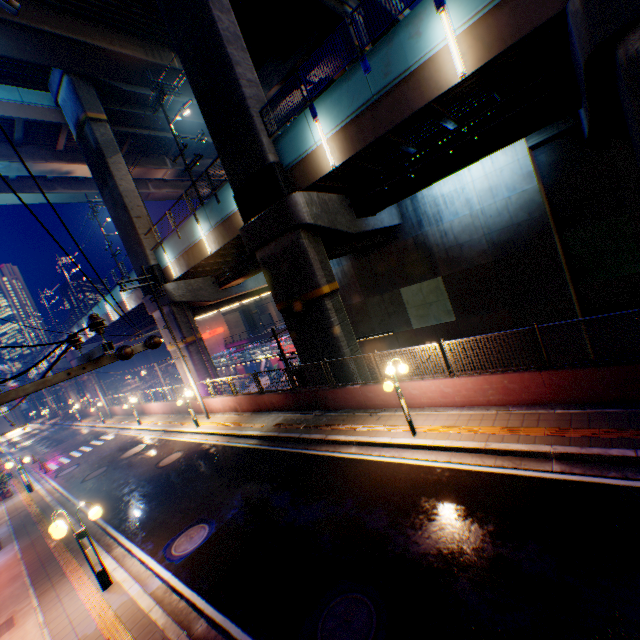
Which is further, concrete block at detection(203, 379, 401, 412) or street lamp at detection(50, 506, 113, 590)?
concrete block at detection(203, 379, 401, 412)

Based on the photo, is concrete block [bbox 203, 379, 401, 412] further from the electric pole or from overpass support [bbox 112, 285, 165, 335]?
the electric pole

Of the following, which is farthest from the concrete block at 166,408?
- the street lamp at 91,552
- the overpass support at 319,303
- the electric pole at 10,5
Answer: the electric pole at 10,5

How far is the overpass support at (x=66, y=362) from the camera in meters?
44.3

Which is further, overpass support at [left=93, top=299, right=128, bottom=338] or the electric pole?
overpass support at [left=93, top=299, right=128, bottom=338]

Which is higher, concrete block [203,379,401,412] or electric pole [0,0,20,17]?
electric pole [0,0,20,17]

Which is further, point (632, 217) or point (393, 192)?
point (632, 217)

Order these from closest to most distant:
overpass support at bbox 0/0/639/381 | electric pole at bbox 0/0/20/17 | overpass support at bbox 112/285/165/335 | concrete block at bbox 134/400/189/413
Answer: electric pole at bbox 0/0/20/17 → overpass support at bbox 0/0/639/381 → concrete block at bbox 134/400/189/413 → overpass support at bbox 112/285/165/335
